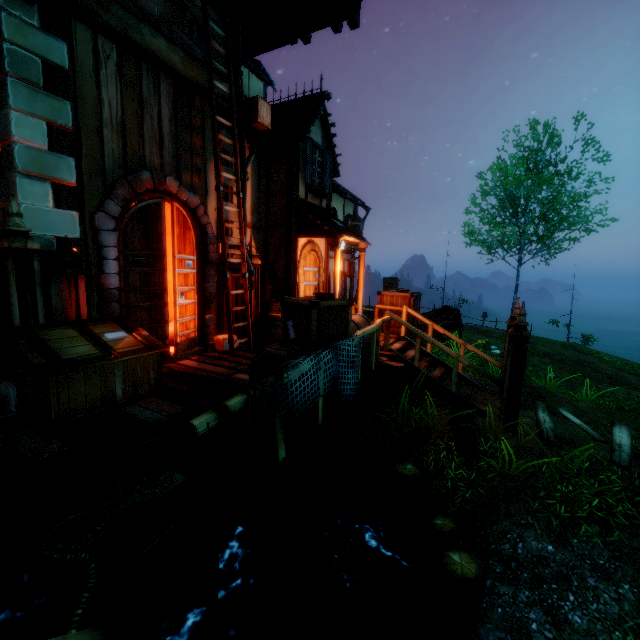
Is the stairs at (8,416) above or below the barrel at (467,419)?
above

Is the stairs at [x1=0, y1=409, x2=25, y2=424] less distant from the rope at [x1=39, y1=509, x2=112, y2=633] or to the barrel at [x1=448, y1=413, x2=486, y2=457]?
the rope at [x1=39, y1=509, x2=112, y2=633]

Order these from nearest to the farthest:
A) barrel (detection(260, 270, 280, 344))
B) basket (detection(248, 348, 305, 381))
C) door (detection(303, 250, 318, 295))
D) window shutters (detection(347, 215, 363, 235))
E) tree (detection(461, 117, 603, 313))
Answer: basket (detection(248, 348, 305, 381)) < barrel (detection(260, 270, 280, 344)) < door (detection(303, 250, 318, 295)) < window shutters (detection(347, 215, 363, 235)) < tree (detection(461, 117, 603, 313))

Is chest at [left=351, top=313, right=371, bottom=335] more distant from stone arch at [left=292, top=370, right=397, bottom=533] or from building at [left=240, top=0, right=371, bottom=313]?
building at [left=240, top=0, right=371, bottom=313]

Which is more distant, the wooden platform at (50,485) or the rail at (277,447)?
the rail at (277,447)

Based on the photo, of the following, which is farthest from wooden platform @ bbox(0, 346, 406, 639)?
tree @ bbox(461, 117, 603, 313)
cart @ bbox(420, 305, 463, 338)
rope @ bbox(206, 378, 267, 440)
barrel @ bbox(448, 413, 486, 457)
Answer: tree @ bbox(461, 117, 603, 313)

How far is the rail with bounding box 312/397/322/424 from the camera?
3.85m

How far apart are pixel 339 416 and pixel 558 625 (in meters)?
3.60
